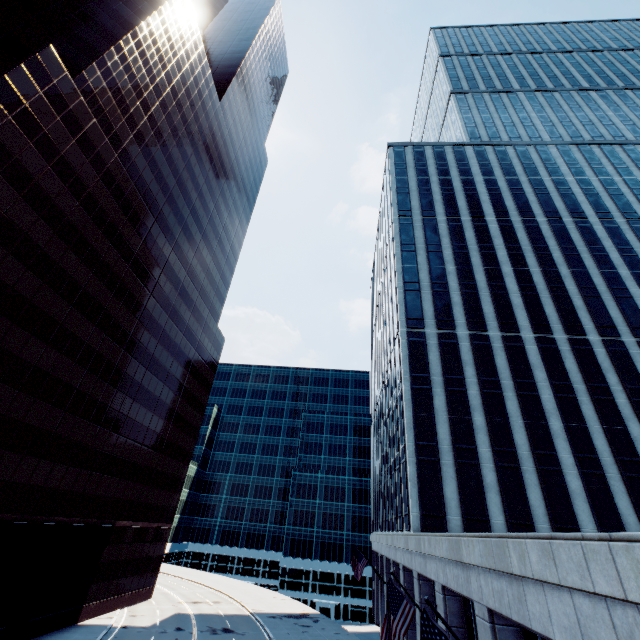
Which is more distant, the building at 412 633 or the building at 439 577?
the building at 412 633

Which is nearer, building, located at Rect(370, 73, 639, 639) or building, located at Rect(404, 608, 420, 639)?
building, located at Rect(370, 73, 639, 639)

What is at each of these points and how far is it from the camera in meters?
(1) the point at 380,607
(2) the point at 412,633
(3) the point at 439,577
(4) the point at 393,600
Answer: (1) building, 38.0 m
(2) building, 23.6 m
(3) building, 16.2 m
(4) flag, 11.6 m

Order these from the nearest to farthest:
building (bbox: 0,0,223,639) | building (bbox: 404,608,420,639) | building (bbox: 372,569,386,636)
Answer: building (bbox: 404,608,420,639)
building (bbox: 0,0,223,639)
building (bbox: 372,569,386,636)

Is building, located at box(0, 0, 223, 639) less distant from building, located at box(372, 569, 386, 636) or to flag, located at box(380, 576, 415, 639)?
flag, located at box(380, 576, 415, 639)

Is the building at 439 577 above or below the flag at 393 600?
above

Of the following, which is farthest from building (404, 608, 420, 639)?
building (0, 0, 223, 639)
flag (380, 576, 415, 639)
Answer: building (0, 0, 223, 639)
